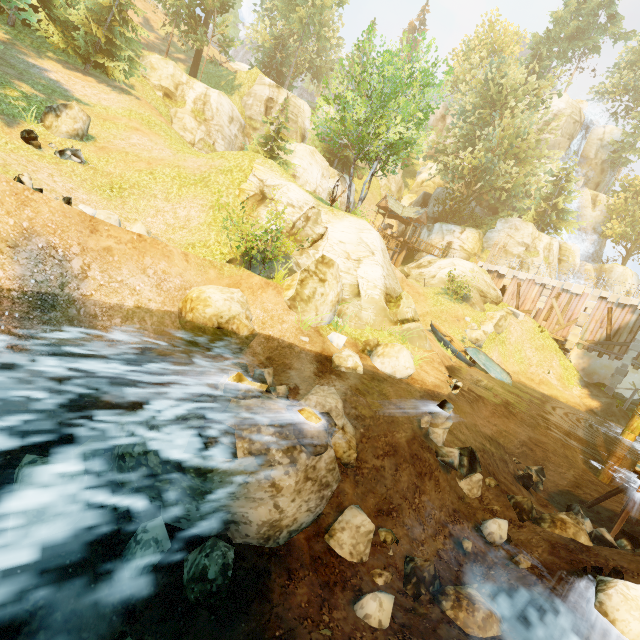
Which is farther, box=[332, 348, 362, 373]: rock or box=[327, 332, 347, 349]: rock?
box=[327, 332, 347, 349]: rock

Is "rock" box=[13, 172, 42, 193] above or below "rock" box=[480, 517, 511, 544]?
above

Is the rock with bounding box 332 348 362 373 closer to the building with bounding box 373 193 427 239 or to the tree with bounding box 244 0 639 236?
the tree with bounding box 244 0 639 236

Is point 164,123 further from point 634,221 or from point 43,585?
point 634,221

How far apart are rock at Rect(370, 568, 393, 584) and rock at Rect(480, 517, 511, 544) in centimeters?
293cm

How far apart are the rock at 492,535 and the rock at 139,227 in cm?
1218

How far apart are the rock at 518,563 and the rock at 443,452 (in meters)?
1.57

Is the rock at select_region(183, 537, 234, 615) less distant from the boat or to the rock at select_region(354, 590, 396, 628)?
the rock at select_region(354, 590, 396, 628)
